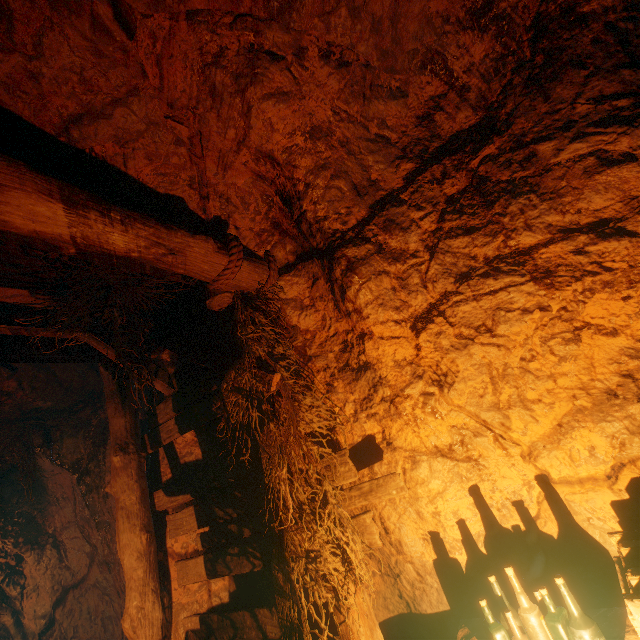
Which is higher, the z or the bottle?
the z

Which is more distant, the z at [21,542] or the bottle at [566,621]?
the z at [21,542]

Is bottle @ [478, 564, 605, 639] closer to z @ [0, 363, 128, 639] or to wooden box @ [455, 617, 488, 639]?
wooden box @ [455, 617, 488, 639]

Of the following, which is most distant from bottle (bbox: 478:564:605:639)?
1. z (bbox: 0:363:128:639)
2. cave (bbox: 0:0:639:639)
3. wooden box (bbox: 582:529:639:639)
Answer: z (bbox: 0:363:128:639)

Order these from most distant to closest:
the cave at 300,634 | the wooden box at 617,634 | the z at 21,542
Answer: the z at 21,542 < the cave at 300,634 < the wooden box at 617,634

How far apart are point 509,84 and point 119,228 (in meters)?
2.86

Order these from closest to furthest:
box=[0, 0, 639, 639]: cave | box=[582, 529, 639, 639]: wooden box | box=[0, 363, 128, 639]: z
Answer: box=[582, 529, 639, 639]: wooden box < box=[0, 0, 639, 639]: cave < box=[0, 363, 128, 639]: z

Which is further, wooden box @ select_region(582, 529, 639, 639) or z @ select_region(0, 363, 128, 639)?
z @ select_region(0, 363, 128, 639)
